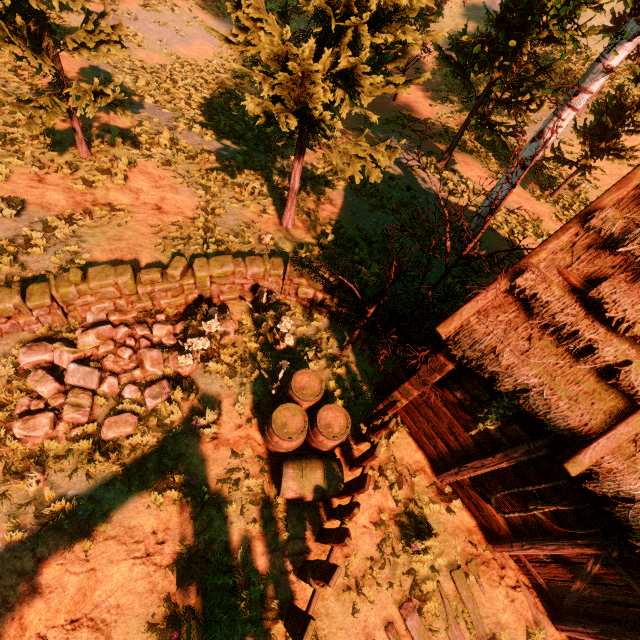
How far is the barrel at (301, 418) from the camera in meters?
5.3

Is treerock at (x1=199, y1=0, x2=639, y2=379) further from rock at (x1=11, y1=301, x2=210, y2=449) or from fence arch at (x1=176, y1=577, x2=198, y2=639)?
rock at (x1=11, y1=301, x2=210, y2=449)

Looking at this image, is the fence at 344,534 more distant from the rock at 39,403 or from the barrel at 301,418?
the rock at 39,403

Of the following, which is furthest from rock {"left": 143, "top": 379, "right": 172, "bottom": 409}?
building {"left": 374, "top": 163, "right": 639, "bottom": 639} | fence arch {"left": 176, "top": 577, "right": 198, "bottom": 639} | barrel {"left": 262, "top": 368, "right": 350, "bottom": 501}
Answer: building {"left": 374, "top": 163, "right": 639, "bottom": 639}

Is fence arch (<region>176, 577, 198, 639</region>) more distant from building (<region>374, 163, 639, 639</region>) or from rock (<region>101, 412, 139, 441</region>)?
rock (<region>101, 412, 139, 441</region>)

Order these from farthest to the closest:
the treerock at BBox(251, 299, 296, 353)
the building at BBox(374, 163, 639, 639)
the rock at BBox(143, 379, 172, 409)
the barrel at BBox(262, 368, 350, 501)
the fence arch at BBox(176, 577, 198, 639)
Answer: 1. the treerock at BBox(251, 299, 296, 353)
2. the rock at BBox(143, 379, 172, 409)
3. the barrel at BBox(262, 368, 350, 501)
4. the fence arch at BBox(176, 577, 198, 639)
5. the building at BBox(374, 163, 639, 639)

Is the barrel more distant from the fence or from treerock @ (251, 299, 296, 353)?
treerock @ (251, 299, 296, 353)

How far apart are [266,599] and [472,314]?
5.1 meters
